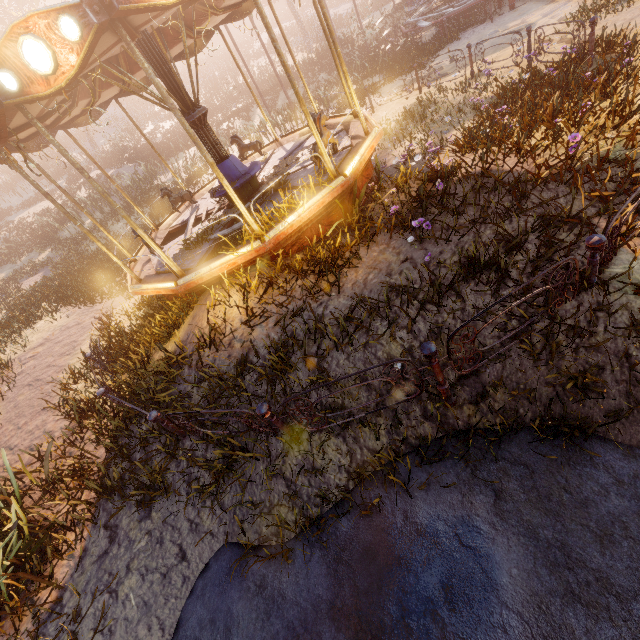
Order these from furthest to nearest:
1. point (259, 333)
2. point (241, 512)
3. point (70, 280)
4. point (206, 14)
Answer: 1. point (70, 280)
2. point (206, 14)
3. point (259, 333)
4. point (241, 512)

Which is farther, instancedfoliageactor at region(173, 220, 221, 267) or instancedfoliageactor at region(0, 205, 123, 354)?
instancedfoliageactor at region(0, 205, 123, 354)

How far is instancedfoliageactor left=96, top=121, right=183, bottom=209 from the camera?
18.9m

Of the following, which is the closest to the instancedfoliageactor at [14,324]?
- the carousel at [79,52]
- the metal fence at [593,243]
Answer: the carousel at [79,52]

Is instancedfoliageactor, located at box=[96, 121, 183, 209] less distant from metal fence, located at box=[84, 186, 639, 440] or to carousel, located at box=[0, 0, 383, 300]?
carousel, located at box=[0, 0, 383, 300]

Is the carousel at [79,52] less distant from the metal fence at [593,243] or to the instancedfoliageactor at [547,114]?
the instancedfoliageactor at [547,114]
